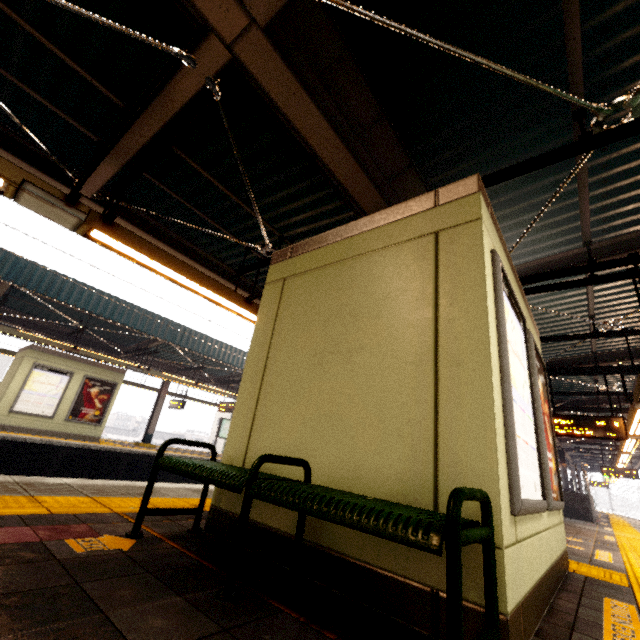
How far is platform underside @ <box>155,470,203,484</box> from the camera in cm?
1260

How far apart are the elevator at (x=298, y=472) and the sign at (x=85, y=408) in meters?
12.6

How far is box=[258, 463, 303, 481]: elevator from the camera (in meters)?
2.47

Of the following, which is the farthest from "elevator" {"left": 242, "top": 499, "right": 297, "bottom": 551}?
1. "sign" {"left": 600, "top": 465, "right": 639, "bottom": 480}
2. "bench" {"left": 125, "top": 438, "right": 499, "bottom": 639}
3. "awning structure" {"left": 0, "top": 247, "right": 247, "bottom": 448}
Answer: "awning structure" {"left": 0, "top": 247, "right": 247, "bottom": 448}

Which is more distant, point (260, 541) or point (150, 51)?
point (150, 51)

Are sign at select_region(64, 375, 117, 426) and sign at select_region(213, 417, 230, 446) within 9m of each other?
yes

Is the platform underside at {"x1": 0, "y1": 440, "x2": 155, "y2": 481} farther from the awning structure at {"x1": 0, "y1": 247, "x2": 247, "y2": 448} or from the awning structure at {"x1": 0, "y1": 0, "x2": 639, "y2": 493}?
the awning structure at {"x1": 0, "y1": 0, "x2": 639, "y2": 493}

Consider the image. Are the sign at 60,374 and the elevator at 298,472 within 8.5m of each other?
no
